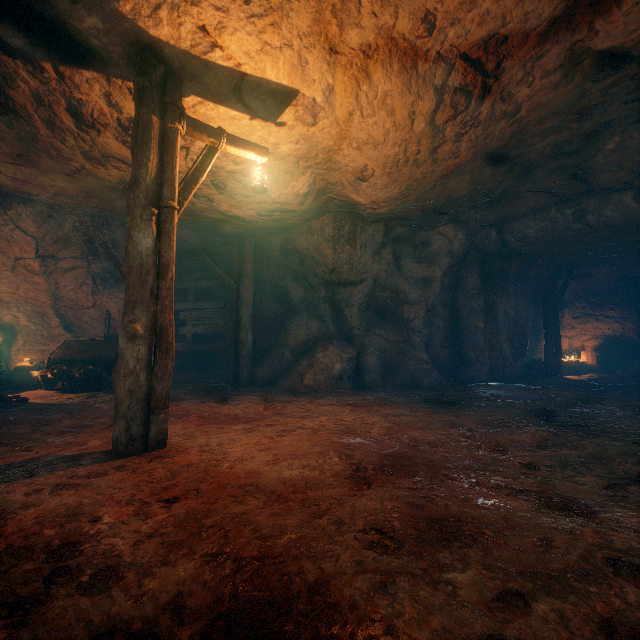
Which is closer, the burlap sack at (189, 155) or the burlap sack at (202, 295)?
the burlap sack at (189, 155)

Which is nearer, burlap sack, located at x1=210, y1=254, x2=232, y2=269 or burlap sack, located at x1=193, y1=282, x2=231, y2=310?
burlap sack, located at x1=210, y1=254, x2=232, y2=269

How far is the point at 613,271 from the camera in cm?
1346

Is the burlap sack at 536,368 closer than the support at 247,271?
No

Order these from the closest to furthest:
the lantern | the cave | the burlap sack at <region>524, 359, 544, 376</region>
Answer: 1. the lantern
2. the cave
3. the burlap sack at <region>524, 359, 544, 376</region>

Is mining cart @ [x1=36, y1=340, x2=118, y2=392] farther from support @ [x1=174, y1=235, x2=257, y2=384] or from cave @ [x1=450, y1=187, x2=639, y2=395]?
cave @ [x1=450, y1=187, x2=639, y2=395]

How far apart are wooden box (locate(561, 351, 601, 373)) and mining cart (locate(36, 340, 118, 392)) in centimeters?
1857cm

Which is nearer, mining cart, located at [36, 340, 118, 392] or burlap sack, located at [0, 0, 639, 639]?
burlap sack, located at [0, 0, 639, 639]
